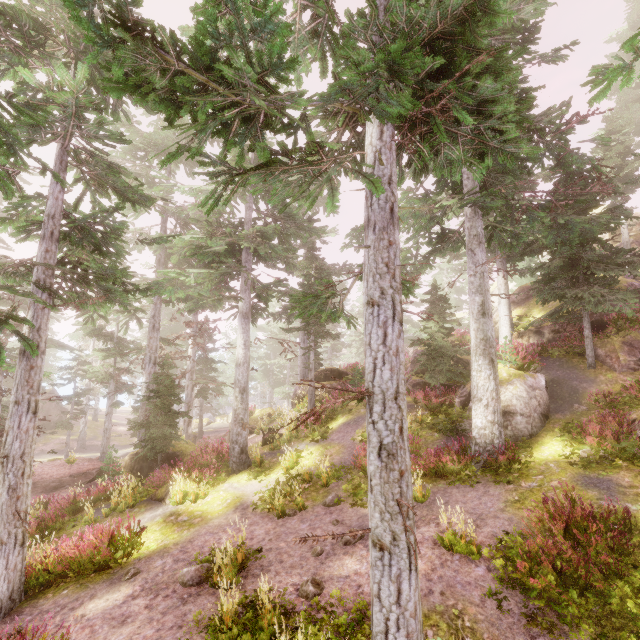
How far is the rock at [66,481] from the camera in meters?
19.4 m

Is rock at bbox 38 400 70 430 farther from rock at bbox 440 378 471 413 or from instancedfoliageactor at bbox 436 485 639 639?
rock at bbox 440 378 471 413

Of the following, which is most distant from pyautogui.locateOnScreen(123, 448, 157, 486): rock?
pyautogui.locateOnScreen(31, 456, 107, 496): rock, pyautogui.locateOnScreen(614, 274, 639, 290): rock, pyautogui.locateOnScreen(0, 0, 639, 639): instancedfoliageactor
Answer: pyautogui.locateOnScreen(614, 274, 639, 290): rock

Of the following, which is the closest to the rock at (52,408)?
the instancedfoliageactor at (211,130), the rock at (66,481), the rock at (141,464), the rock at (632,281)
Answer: the instancedfoliageactor at (211,130)

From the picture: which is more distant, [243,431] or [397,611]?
[243,431]

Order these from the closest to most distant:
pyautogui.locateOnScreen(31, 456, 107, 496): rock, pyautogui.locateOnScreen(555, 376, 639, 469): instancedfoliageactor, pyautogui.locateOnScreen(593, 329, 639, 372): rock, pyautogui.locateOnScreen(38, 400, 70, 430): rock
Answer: pyautogui.locateOnScreen(555, 376, 639, 469): instancedfoliageactor < pyautogui.locateOnScreen(593, 329, 639, 372): rock < pyautogui.locateOnScreen(31, 456, 107, 496): rock < pyautogui.locateOnScreen(38, 400, 70, 430): rock

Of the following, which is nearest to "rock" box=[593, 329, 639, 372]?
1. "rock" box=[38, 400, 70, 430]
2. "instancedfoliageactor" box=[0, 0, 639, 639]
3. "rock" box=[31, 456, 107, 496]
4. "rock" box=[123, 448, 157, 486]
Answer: "instancedfoliageactor" box=[0, 0, 639, 639]

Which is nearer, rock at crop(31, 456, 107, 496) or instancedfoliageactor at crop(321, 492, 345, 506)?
instancedfoliageactor at crop(321, 492, 345, 506)
